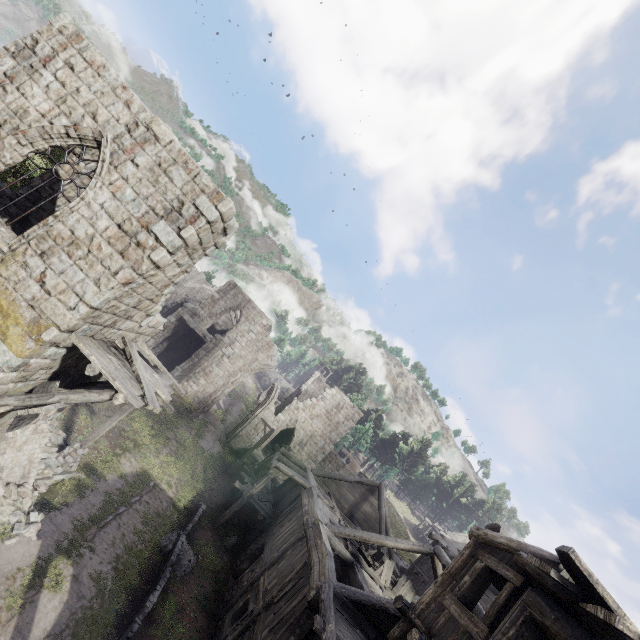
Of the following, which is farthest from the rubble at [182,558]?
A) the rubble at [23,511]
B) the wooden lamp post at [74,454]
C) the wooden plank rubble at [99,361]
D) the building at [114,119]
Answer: → the wooden plank rubble at [99,361]

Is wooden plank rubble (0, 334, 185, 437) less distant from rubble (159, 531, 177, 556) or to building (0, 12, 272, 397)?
building (0, 12, 272, 397)

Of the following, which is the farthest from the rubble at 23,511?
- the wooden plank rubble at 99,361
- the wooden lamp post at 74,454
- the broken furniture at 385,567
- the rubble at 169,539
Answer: the broken furniture at 385,567

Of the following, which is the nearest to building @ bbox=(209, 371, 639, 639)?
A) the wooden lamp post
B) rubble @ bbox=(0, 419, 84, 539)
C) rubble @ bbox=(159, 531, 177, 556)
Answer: rubble @ bbox=(0, 419, 84, 539)

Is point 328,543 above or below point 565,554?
below

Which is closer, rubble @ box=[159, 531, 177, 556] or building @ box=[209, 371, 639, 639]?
building @ box=[209, 371, 639, 639]

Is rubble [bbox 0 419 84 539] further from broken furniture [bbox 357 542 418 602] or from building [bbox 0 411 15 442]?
broken furniture [bbox 357 542 418 602]

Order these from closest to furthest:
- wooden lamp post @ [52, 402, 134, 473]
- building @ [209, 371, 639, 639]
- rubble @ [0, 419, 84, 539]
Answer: building @ [209, 371, 639, 639] < rubble @ [0, 419, 84, 539] < wooden lamp post @ [52, 402, 134, 473]
